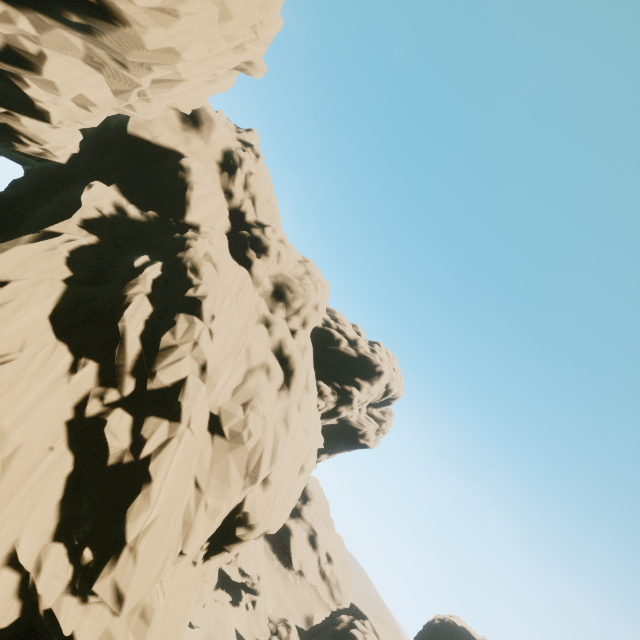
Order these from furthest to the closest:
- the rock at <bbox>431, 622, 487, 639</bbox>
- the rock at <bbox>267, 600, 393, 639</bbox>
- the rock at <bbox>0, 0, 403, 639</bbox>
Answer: the rock at <bbox>431, 622, 487, 639</bbox> → the rock at <bbox>267, 600, 393, 639</bbox> → the rock at <bbox>0, 0, 403, 639</bbox>

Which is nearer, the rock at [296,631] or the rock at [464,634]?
the rock at [296,631]

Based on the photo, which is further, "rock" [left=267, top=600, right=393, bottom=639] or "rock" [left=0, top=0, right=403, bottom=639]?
"rock" [left=267, top=600, right=393, bottom=639]

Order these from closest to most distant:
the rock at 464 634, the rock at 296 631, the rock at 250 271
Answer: the rock at 250 271 < the rock at 296 631 < the rock at 464 634

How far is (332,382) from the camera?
42.4m

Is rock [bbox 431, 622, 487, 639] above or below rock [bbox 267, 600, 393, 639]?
above
